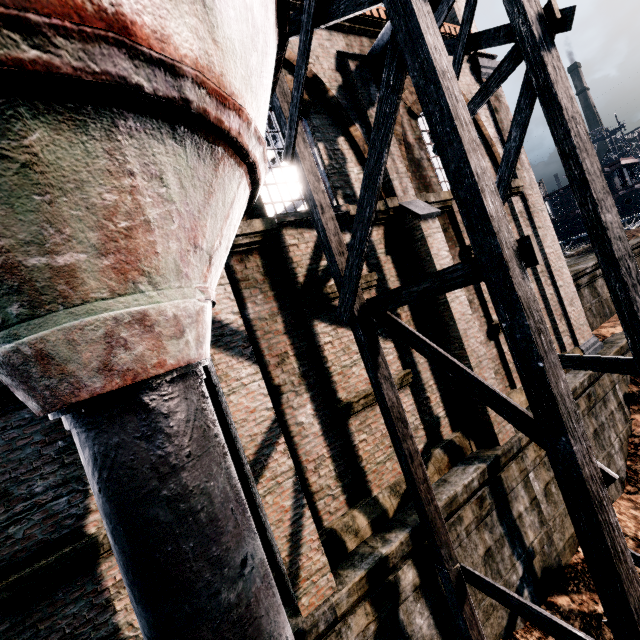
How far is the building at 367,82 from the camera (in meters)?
8.10

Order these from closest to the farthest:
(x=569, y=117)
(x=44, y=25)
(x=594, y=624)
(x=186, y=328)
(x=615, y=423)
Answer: (x=44, y=25)
(x=186, y=328)
(x=569, y=117)
(x=594, y=624)
(x=615, y=423)

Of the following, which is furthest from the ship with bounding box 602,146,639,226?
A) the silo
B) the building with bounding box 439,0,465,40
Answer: the silo

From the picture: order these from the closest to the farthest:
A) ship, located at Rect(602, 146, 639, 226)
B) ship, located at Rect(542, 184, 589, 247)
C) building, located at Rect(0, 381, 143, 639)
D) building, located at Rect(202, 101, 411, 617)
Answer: building, located at Rect(0, 381, 143, 639) < building, located at Rect(202, 101, 411, 617) < ship, located at Rect(602, 146, 639, 226) < ship, located at Rect(542, 184, 589, 247)

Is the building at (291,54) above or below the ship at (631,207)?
above

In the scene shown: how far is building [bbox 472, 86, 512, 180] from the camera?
11.42m
